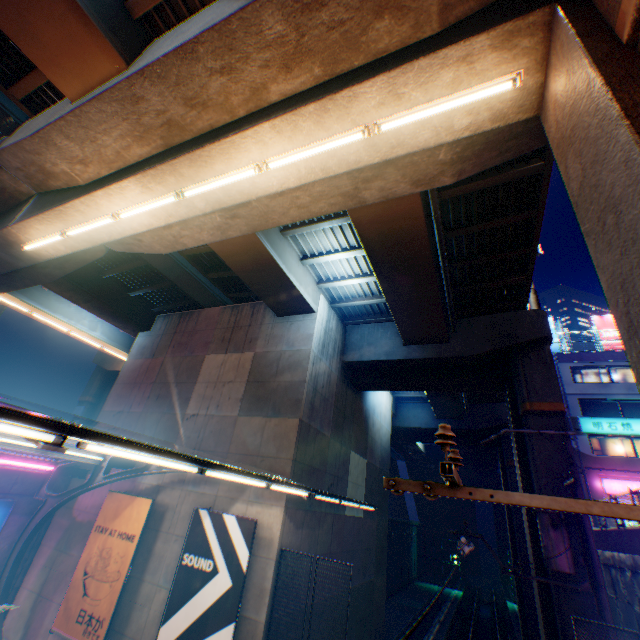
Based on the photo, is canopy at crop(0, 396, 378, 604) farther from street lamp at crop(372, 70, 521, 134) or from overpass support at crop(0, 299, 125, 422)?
overpass support at crop(0, 299, 125, 422)

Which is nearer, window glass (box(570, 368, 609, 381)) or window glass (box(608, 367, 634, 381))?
window glass (box(608, 367, 634, 381))

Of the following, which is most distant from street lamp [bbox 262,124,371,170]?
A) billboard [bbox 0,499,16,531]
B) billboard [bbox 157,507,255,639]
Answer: billboard [bbox 0,499,16,531]

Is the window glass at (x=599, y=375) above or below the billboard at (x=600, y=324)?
below

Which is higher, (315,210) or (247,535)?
(315,210)

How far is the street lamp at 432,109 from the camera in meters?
5.1 m

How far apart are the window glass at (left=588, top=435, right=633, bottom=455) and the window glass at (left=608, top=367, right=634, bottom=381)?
4.37m
